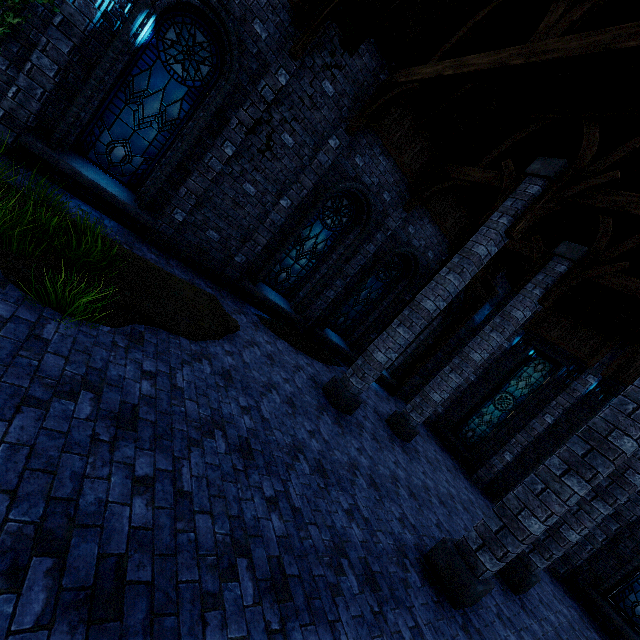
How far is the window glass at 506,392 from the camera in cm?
1250

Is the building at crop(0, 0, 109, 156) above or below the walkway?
below

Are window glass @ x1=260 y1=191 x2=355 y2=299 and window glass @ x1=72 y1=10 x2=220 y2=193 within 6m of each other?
yes

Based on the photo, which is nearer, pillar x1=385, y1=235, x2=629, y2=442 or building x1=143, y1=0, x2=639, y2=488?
building x1=143, y1=0, x2=639, y2=488

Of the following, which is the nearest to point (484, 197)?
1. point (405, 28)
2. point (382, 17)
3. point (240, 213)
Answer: point (405, 28)

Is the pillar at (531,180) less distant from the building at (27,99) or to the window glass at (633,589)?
the building at (27,99)

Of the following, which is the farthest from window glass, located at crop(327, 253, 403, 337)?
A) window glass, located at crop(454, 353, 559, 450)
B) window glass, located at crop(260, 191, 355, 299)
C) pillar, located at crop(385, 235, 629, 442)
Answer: window glass, located at crop(454, 353, 559, 450)

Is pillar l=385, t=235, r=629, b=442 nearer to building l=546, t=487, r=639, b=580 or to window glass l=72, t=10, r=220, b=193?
building l=546, t=487, r=639, b=580
